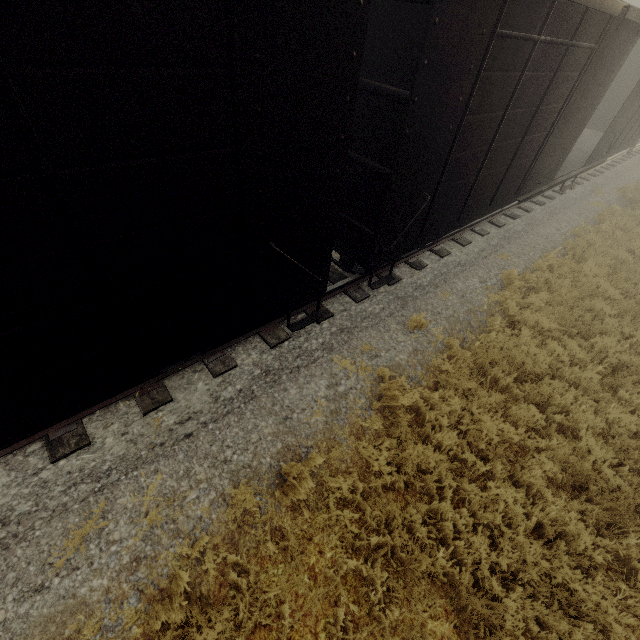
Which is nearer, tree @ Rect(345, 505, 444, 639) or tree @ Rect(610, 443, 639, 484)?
tree @ Rect(345, 505, 444, 639)

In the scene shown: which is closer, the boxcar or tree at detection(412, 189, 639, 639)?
the boxcar

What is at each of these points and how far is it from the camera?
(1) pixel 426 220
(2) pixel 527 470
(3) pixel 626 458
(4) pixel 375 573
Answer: (1) boxcar, 5.6m
(2) tree, 4.7m
(3) tree, 4.9m
(4) tree, 3.7m

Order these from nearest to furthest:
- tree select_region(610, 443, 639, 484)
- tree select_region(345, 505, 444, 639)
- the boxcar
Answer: the boxcar, tree select_region(345, 505, 444, 639), tree select_region(610, 443, 639, 484)

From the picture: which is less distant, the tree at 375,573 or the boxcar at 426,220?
the boxcar at 426,220
